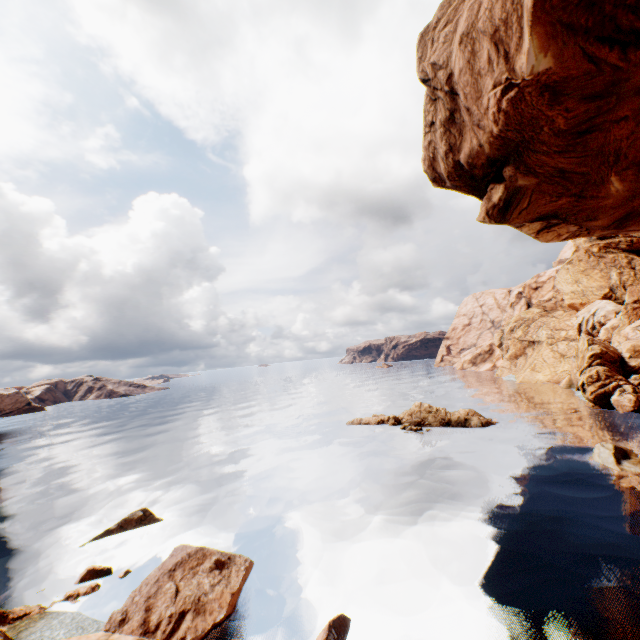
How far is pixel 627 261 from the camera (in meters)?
50.09

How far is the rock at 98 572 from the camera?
15.53m

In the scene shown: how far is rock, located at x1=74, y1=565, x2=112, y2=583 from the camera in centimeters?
Result: 1553cm

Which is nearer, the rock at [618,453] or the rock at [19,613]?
the rock at [19,613]

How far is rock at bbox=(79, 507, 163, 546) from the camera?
19.6m

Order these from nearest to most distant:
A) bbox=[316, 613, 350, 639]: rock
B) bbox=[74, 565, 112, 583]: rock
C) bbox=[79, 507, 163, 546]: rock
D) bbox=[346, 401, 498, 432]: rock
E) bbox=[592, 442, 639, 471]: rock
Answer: bbox=[316, 613, 350, 639]: rock < bbox=[74, 565, 112, 583]: rock < bbox=[79, 507, 163, 546]: rock < bbox=[592, 442, 639, 471]: rock < bbox=[346, 401, 498, 432]: rock

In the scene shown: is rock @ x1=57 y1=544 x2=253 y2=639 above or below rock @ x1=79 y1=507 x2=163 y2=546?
above
